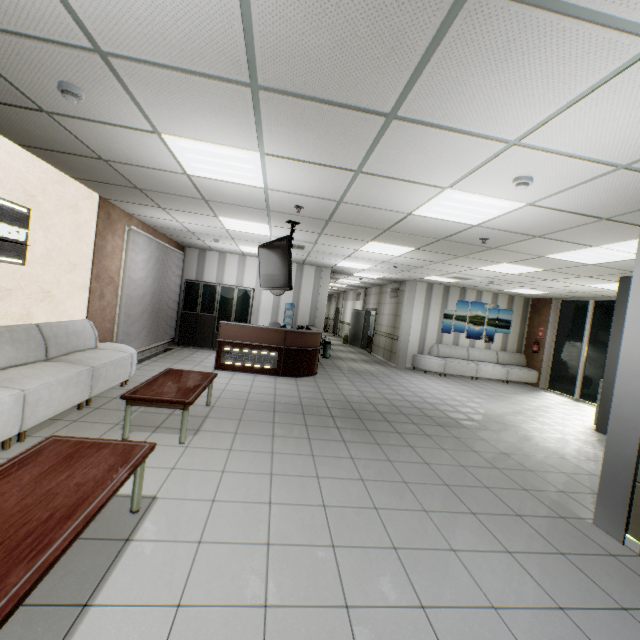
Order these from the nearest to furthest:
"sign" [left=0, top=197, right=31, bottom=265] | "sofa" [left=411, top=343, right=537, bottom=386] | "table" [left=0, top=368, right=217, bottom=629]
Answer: "table" [left=0, top=368, right=217, bottom=629]
"sign" [left=0, top=197, right=31, bottom=265]
"sofa" [left=411, top=343, right=537, bottom=386]

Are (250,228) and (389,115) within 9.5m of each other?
yes

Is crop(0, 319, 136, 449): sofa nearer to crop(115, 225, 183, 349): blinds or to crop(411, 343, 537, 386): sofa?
crop(115, 225, 183, 349): blinds

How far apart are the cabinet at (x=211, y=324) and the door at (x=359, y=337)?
6.5m

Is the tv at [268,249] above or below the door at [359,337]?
above

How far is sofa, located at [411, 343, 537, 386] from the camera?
11.3m

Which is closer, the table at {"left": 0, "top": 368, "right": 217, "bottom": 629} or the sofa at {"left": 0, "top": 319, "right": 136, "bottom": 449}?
the table at {"left": 0, "top": 368, "right": 217, "bottom": 629}

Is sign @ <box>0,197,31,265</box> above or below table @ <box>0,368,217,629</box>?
above
